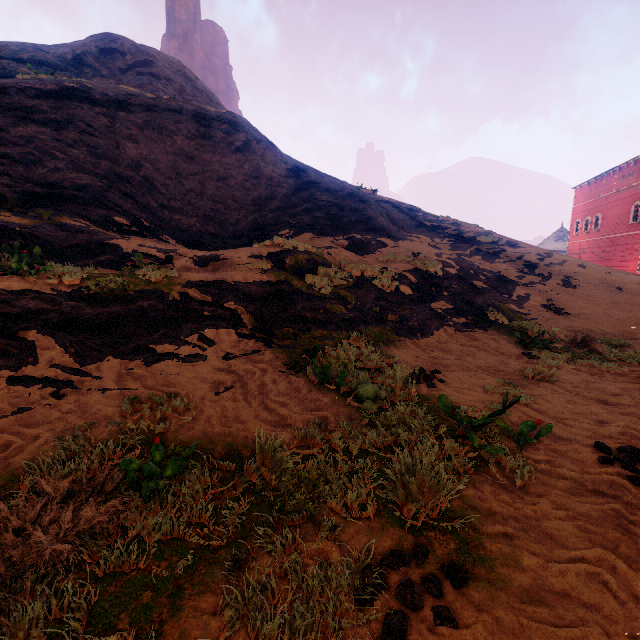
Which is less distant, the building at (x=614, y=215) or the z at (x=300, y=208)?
the z at (x=300, y=208)

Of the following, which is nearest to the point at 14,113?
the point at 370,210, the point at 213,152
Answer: the point at 213,152

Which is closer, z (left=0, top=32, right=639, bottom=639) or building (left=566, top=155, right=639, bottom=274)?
z (left=0, top=32, right=639, bottom=639)
